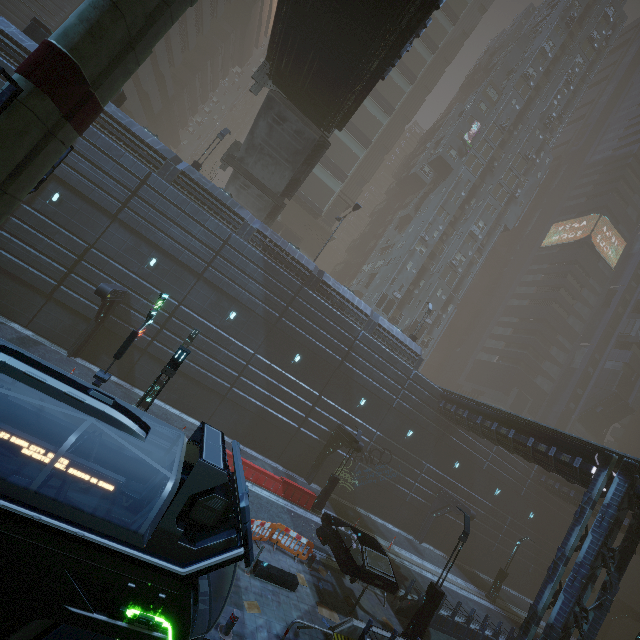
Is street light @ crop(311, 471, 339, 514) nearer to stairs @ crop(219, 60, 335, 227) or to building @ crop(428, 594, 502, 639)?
building @ crop(428, 594, 502, 639)

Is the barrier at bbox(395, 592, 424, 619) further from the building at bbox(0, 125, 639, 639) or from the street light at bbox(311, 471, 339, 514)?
the street light at bbox(311, 471, 339, 514)

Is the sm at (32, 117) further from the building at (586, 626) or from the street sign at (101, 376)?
the street sign at (101, 376)

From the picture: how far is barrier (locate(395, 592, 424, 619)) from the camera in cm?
1487

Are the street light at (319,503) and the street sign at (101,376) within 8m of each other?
no

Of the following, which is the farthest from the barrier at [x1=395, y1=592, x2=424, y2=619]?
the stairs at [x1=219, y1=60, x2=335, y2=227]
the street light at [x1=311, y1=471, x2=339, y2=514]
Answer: the stairs at [x1=219, y1=60, x2=335, y2=227]

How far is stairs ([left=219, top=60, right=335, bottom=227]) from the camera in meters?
21.3

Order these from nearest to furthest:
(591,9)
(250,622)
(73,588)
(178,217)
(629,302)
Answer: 1. (73,588)
2. (250,622)
3. (178,217)
4. (591,9)
5. (629,302)
